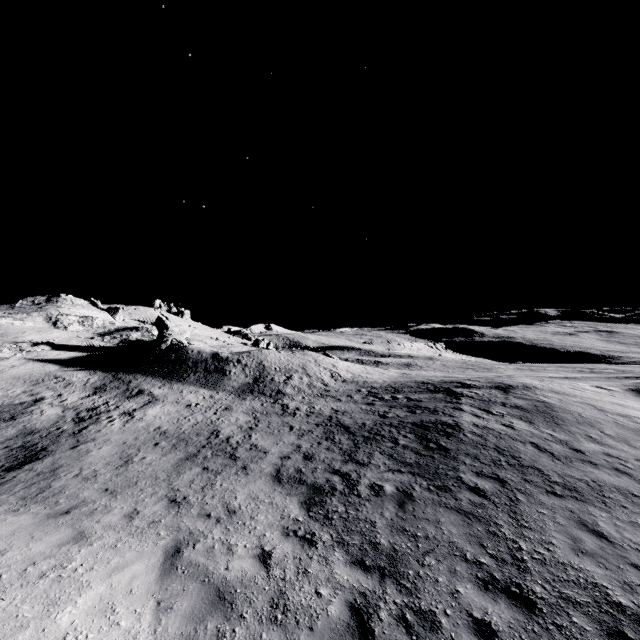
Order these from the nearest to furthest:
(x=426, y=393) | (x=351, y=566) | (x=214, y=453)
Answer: (x=351, y=566) < (x=214, y=453) < (x=426, y=393)
